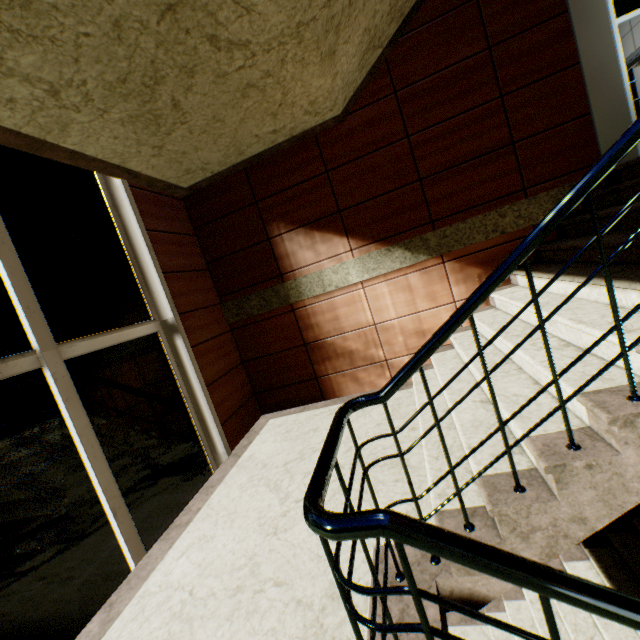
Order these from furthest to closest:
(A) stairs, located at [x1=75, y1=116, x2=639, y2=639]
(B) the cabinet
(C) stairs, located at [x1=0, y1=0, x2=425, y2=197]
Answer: (B) the cabinet
(C) stairs, located at [x1=0, y1=0, x2=425, y2=197]
(A) stairs, located at [x1=75, y1=116, x2=639, y2=639]

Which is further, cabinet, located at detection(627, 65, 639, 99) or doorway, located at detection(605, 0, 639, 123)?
cabinet, located at detection(627, 65, 639, 99)

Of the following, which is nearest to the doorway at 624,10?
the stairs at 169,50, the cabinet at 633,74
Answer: the stairs at 169,50

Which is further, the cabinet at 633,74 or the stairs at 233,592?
the cabinet at 633,74

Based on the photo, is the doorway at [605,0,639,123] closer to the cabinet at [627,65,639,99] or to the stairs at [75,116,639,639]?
the stairs at [75,116,639,639]

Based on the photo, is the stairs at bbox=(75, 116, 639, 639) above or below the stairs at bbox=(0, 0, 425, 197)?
below

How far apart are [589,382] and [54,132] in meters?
3.8 m

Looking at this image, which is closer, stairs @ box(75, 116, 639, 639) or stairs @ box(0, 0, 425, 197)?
stairs @ box(75, 116, 639, 639)
